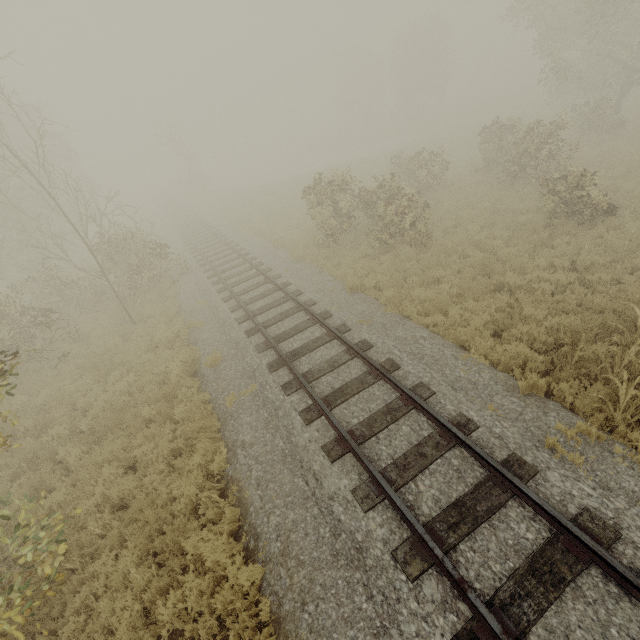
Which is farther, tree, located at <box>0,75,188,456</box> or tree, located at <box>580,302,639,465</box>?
tree, located at <box>0,75,188,456</box>

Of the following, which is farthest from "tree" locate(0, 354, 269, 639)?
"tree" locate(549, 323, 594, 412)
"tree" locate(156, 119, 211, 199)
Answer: "tree" locate(156, 119, 211, 199)

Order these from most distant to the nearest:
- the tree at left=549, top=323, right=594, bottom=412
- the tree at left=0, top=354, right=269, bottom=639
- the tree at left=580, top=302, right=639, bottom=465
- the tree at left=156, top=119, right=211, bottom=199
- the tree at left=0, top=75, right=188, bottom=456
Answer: the tree at left=156, top=119, right=211, bottom=199 → the tree at left=0, top=75, right=188, bottom=456 → the tree at left=549, top=323, right=594, bottom=412 → the tree at left=580, top=302, right=639, bottom=465 → the tree at left=0, top=354, right=269, bottom=639

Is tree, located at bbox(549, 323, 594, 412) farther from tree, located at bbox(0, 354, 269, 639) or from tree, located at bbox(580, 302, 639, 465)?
tree, located at bbox(0, 354, 269, 639)

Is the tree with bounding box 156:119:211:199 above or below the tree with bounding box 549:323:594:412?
above

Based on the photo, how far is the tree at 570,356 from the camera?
6.04m

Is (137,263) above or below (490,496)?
above

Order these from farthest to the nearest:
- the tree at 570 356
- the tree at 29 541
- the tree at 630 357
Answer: the tree at 570 356 → the tree at 630 357 → the tree at 29 541
